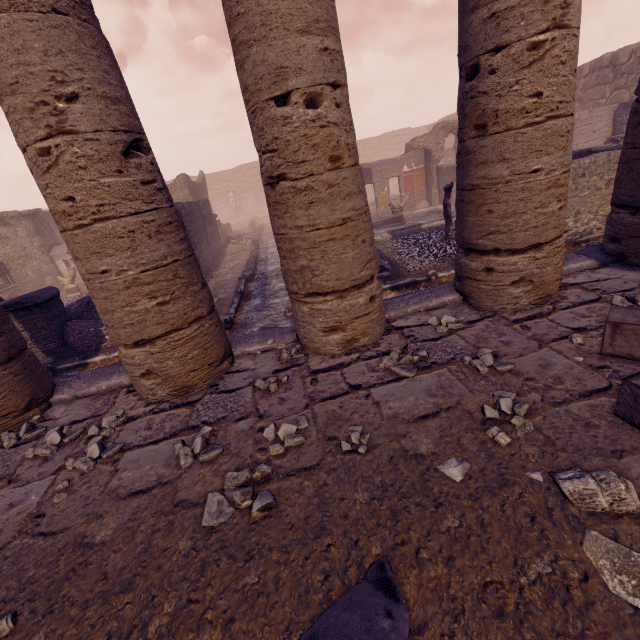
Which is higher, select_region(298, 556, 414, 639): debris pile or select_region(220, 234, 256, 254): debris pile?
select_region(298, 556, 414, 639): debris pile

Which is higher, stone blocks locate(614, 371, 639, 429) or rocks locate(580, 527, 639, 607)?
stone blocks locate(614, 371, 639, 429)

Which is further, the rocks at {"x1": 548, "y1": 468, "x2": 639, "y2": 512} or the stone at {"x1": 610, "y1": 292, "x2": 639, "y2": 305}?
the stone at {"x1": 610, "y1": 292, "x2": 639, "y2": 305}

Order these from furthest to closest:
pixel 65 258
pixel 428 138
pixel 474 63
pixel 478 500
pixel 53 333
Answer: pixel 428 138
pixel 65 258
pixel 53 333
pixel 474 63
pixel 478 500

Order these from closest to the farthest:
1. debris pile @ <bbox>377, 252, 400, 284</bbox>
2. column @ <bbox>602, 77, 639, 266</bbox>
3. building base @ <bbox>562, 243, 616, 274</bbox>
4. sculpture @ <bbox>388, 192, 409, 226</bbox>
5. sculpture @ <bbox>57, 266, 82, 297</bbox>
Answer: column @ <bbox>602, 77, 639, 266</bbox> < building base @ <bbox>562, 243, 616, 274</bbox> < debris pile @ <bbox>377, 252, 400, 284</bbox> < sculpture @ <bbox>388, 192, 409, 226</bbox> < sculpture @ <bbox>57, 266, 82, 297</bbox>

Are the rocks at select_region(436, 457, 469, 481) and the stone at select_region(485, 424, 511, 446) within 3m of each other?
yes

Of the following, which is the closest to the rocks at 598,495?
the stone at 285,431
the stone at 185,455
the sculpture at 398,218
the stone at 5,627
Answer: the stone at 285,431

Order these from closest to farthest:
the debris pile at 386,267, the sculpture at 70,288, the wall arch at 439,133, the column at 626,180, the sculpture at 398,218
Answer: the column at 626,180 < the debris pile at 386,267 < the sculpture at 398,218 < the sculpture at 70,288 < the wall arch at 439,133
